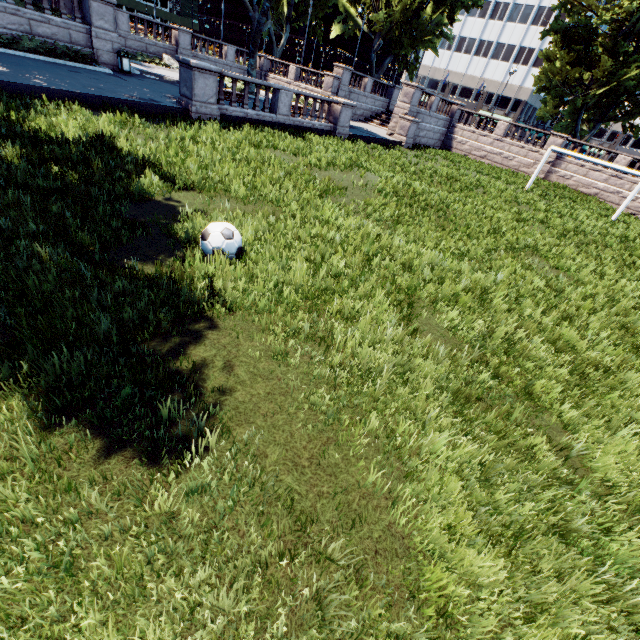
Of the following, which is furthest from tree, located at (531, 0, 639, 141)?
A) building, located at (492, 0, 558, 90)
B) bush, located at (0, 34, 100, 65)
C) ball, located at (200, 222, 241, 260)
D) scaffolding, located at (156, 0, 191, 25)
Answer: scaffolding, located at (156, 0, 191, 25)

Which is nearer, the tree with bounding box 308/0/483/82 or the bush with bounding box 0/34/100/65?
the bush with bounding box 0/34/100/65

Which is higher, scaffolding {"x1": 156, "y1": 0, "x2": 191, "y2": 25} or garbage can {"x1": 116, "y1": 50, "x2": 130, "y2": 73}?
scaffolding {"x1": 156, "y1": 0, "x2": 191, "y2": 25}

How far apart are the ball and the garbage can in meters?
21.1

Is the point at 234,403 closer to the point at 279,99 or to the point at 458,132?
the point at 279,99

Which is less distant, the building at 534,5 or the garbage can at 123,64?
the garbage can at 123,64

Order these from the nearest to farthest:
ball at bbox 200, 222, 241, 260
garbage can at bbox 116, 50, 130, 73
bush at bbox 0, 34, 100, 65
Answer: ball at bbox 200, 222, 241, 260 → bush at bbox 0, 34, 100, 65 → garbage can at bbox 116, 50, 130, 73

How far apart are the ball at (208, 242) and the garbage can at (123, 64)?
21.10m
